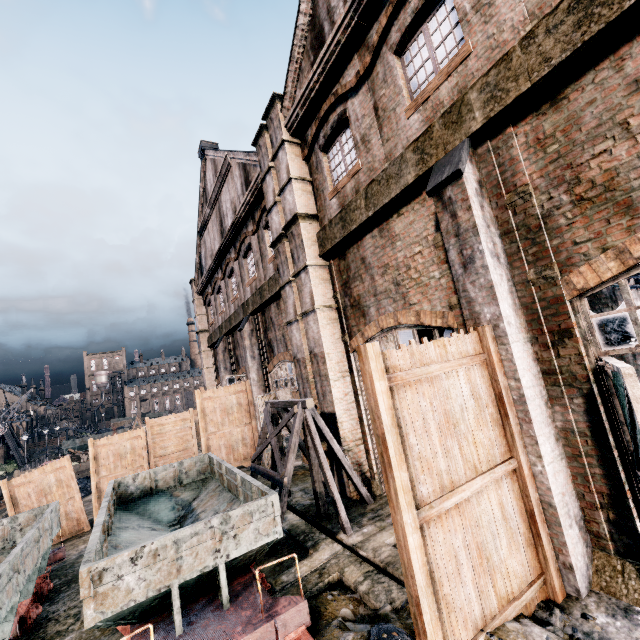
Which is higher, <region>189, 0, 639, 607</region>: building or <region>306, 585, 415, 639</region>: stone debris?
<region>189, 0, 639, 607</region>: building

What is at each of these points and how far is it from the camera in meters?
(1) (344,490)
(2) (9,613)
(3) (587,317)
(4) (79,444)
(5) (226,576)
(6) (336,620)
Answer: (1) building, 10.5 m
(2) rail car, 6.1 m
(3) door, 5.4 m
(4) rail car container, 59.2 m
(5) rail car, 6.1 m
(6) stone debris, 5.3 m

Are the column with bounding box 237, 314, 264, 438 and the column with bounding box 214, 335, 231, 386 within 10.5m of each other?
yes

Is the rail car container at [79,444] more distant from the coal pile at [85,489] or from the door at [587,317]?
the door at [587,317]

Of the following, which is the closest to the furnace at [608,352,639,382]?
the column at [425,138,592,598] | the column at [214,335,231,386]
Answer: the column at [425,138,592,598]

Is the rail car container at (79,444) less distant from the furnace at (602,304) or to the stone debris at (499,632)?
the furnace at (602,304)

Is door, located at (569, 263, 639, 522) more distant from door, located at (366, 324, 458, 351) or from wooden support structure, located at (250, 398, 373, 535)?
wooden support structure, located at (250, 398, 373, 535)

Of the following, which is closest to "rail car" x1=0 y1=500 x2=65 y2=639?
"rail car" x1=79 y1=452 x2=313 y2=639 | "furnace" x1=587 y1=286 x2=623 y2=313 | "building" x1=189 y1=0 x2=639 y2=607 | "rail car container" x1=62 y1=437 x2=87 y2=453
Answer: "rail car" x1=79 y1=452 x2=313 y2=639
